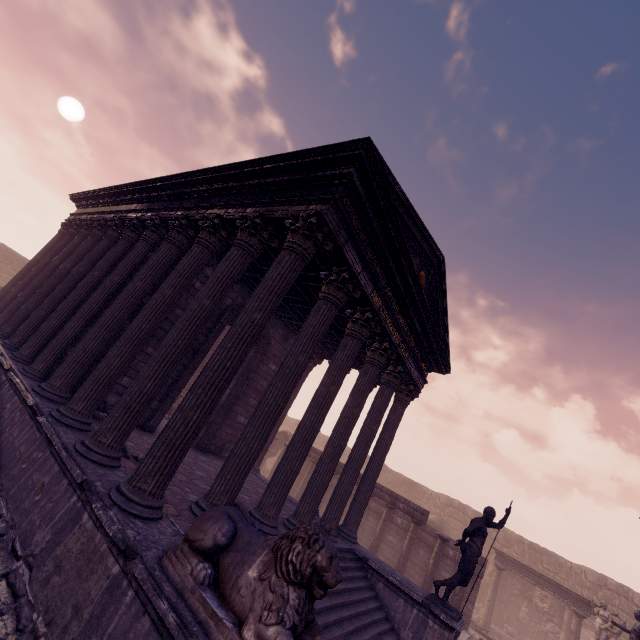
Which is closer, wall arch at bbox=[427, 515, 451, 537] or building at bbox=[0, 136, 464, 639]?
A: building at bbox=[0, 136, 464, 639]

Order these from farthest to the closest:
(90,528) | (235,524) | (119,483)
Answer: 1. (119,483)
2. (90,528)
3. (235,524)

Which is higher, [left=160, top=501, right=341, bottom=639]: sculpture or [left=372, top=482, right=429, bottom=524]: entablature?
[left=372, top=482, right=429, bottom=524]: entablature

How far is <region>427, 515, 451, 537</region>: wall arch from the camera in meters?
19.6 m

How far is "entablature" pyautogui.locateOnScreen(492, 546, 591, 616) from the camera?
14.9 meters

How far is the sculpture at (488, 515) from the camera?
7.39m

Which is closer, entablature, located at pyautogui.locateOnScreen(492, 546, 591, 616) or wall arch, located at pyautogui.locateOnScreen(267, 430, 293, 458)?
entablature, located at pyautogui.locateOnScreen(492, 546, 591, 616)

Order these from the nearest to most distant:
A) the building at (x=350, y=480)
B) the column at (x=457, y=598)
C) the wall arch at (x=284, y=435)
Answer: the building at (x=350, y=480)
the column at (x=457, y=598)
the wall arch at (x=284, y=435)
